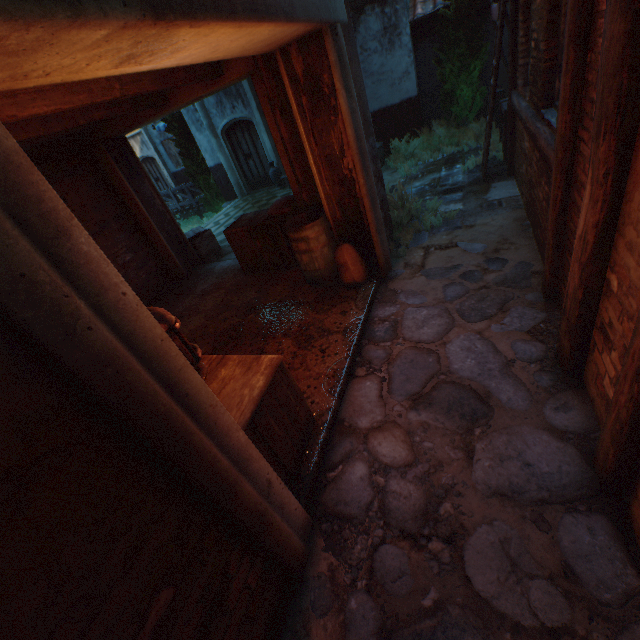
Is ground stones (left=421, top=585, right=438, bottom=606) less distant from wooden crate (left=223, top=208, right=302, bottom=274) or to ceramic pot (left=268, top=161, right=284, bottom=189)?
wooden crate (left=223, top=208, right=302, bottom=274)

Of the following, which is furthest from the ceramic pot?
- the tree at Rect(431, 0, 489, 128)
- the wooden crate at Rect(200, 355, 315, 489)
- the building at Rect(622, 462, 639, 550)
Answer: the building at Rect(622, 462, 639, 550)

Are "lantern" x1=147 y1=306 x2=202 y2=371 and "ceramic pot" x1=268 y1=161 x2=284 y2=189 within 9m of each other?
no

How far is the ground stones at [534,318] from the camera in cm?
320

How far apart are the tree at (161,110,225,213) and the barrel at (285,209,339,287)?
9.9m

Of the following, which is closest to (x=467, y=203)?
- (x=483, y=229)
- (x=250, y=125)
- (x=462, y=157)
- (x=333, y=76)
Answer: (x=483, y=229)

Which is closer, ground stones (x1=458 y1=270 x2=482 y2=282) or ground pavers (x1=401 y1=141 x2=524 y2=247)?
ground stones (x1=458 y1=270 x2=482 y2=282)

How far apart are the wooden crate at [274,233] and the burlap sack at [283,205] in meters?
0.0 m
